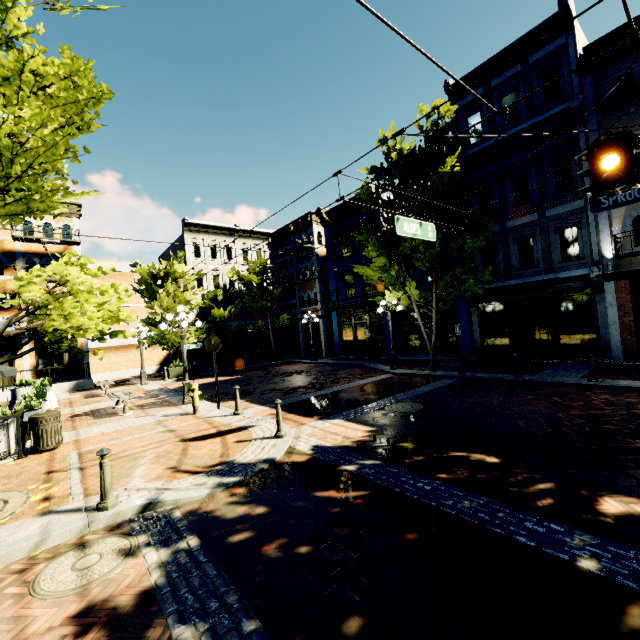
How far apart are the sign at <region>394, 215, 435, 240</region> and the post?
7.0 meters

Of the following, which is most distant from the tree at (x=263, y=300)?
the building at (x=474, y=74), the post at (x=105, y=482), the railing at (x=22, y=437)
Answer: the railing at (x=22, y=437)

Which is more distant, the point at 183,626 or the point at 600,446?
the point at 600,446

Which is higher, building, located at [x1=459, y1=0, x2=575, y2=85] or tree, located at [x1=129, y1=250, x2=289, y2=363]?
building, located at [x1=459, y1=0, x2=575, y2=85]

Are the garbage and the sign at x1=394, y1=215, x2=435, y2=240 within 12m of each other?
yes

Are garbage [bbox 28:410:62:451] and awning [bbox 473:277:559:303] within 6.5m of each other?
no

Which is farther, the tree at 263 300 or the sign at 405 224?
the tree at 263 300

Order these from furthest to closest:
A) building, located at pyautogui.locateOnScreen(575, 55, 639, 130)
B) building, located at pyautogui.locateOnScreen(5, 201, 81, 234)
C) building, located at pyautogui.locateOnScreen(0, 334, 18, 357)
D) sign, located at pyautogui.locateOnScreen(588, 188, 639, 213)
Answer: building, located at pyautogui.locateOnScreen(5, 201, 81, 234)
building, located at pyautogui.locateOnScreen(0, 334, 18, 357)
building, located at pyautogui.locateOnScreen(575, 55, 639, 130)
sign, located at pyautogui.locateOnScreen(588, 188, 639, 213)
